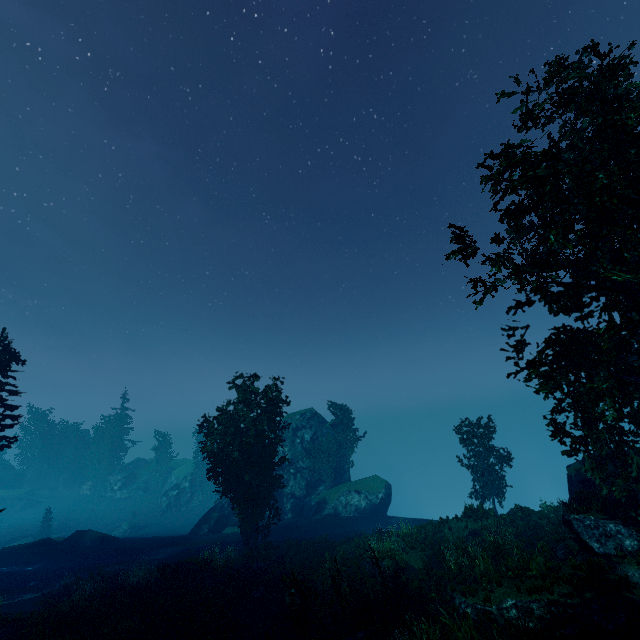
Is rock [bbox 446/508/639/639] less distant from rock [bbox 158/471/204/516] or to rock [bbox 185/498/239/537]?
rock [bbox 185/498/239/537]

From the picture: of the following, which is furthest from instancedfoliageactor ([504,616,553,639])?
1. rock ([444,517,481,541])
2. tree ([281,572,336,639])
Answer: rock ([444,517,481,541])

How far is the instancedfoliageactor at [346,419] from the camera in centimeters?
4078cm

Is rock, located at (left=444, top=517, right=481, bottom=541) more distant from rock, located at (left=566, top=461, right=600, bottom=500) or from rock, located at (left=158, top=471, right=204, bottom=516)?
rock, located at (left=158, top=471, right=204, bottom=516)

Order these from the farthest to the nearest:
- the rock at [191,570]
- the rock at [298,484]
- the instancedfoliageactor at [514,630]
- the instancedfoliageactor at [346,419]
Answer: the instancedfoliageactor at [346,419], the rock at [298,484], the rock at [191,570], the instancedfoliageactor at [514,630]

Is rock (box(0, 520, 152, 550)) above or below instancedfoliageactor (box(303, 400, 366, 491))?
below

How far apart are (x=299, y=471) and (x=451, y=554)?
25.4m

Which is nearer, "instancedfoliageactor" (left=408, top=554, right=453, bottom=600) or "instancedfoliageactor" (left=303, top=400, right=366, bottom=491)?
"instancedfoliageactor" (left=408, top=554, right=453, bottom=600)
